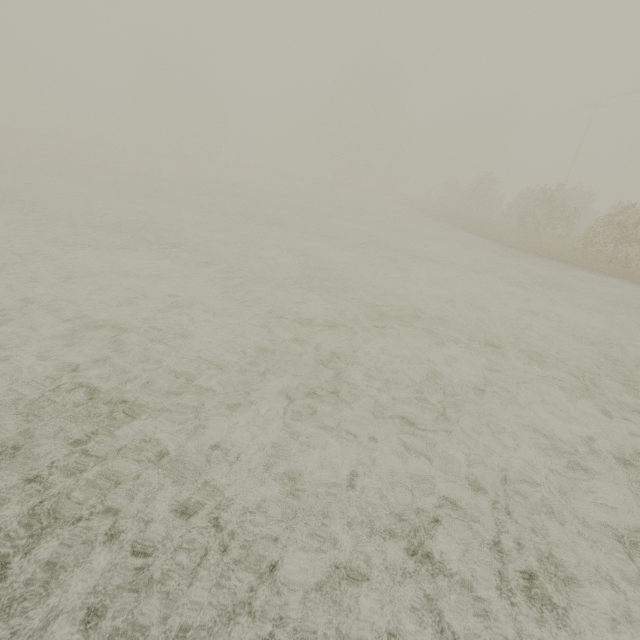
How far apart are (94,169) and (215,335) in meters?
26.9 m
